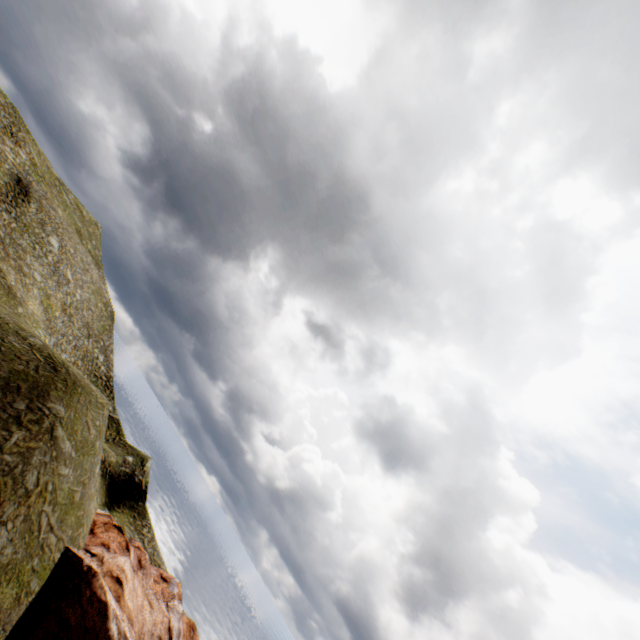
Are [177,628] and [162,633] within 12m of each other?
yes
